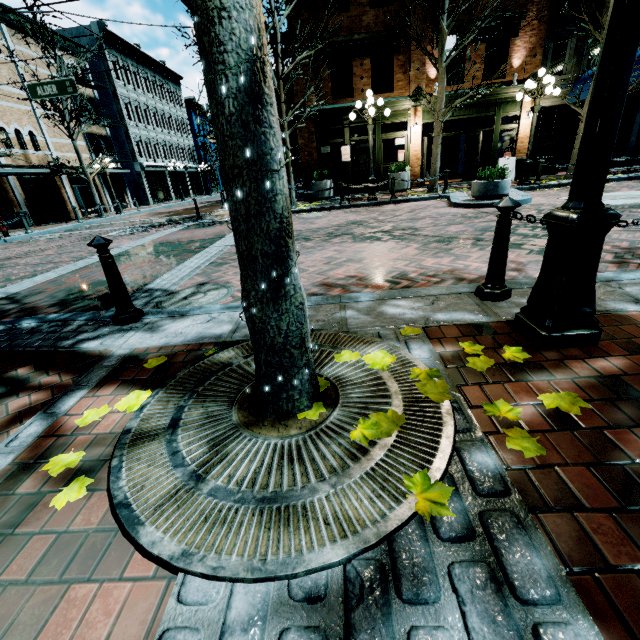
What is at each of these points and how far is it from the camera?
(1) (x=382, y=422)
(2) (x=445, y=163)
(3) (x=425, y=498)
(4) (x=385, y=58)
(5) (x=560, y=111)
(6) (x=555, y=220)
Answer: (1) leaves, 1.67m
(2) building, 23.47m
(3) leaves, 1.27m
(4) shape, 17.86m
(5) building, 14.90m
(6) light, 1.99m

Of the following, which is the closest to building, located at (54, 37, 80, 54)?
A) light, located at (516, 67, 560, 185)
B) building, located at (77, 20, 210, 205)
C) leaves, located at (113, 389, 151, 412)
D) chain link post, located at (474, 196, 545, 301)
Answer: building, located at (77, 20, 210, 205)

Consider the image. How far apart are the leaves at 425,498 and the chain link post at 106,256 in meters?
3.1 m

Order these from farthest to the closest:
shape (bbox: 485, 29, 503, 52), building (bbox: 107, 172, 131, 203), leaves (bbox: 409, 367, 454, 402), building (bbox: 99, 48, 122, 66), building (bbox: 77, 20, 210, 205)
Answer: building (bbox: 107, 172, 131, 203) → building (bbox: 77, 20, 210, 205) → building (bbox: 99, 48, 122, 66) → shape (bbox: 485, 29, 503, 52) → leaves (bbox: 409, 367, 454, 402)

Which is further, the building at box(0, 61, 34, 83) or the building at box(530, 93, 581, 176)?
the building at box(0, 61, 34, 83)

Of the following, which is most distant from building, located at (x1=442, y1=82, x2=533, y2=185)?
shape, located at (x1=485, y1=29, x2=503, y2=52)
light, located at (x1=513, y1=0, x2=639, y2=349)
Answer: light, located at (x1=513, y1=0, x2=639, y2=349)

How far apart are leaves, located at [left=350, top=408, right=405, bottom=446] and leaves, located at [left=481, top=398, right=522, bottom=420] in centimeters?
44cm

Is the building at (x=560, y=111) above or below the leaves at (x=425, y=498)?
above
